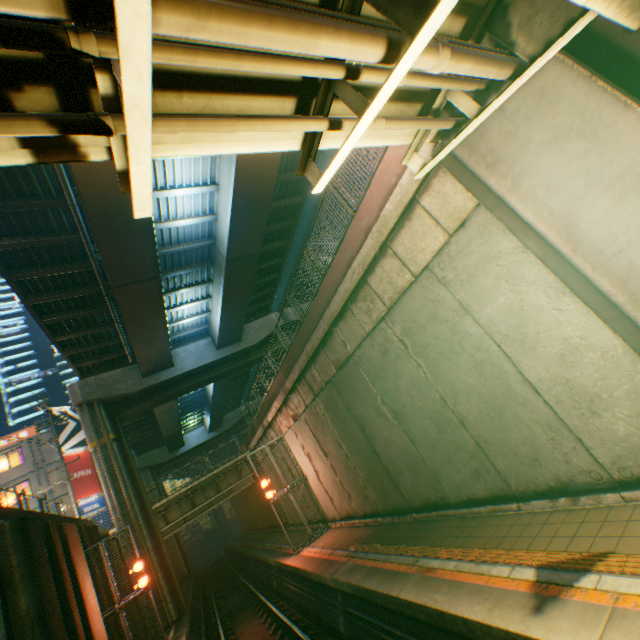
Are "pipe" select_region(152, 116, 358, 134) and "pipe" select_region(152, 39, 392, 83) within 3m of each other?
yes

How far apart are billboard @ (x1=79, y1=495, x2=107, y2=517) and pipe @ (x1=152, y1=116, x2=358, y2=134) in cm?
3513

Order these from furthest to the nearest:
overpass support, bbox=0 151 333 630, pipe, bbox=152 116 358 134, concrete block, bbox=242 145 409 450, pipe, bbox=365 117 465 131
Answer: overpass support, bbox=0 151 333 630, concrete block, bbox=242 145 409 450, pipe, bbox=365 117 465 131, pipe, bbox=152 116 358 134

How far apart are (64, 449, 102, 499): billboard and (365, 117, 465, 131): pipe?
35.55m

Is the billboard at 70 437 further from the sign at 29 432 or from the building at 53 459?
the sign at 29 432

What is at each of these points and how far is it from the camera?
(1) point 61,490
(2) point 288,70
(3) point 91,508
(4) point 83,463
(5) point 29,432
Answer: (1) building, 27.3m
(2) pipe, 2.5m
(3) billboard, 28.2m
(4) billboard, 30.0m
(5) sign, 28.7m

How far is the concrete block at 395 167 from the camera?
6.6m

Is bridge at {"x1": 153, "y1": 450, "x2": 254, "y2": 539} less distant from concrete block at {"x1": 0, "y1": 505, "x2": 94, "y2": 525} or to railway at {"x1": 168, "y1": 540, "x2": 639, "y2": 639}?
concrete block at {"x1": 0, "y1": 505, "x2": 94, "y2": 525}
